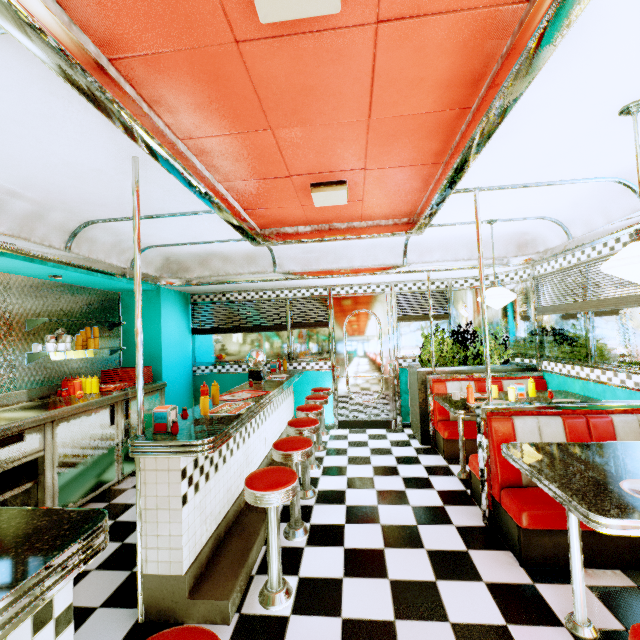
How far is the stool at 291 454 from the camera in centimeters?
212cm

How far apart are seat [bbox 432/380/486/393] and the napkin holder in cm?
354

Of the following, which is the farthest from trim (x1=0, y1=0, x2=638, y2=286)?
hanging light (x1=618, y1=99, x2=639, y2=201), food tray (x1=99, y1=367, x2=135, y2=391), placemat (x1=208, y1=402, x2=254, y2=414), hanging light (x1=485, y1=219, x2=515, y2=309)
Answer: placemat (x1=208, y1=402, x2=254, y2=414)

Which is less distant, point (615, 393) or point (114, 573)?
point (114, 573)

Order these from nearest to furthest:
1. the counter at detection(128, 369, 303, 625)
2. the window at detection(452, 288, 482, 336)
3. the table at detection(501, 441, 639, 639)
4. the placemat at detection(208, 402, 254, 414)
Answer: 1. the table at detection(501, 441, 639, 639)
2. the counter at detection(128, 369, 303, 625)
3. the placemat at detection(208, 402, 254, 414)
4. the window at detection(452, 288, 482, 336)

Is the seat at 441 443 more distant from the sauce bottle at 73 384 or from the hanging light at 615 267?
the sauce bottle at 73 384

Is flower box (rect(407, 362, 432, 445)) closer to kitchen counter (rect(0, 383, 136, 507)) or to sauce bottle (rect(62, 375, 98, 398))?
kitchen counter (rect(0, 383, 136, 507))

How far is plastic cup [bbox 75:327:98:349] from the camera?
4.43m
